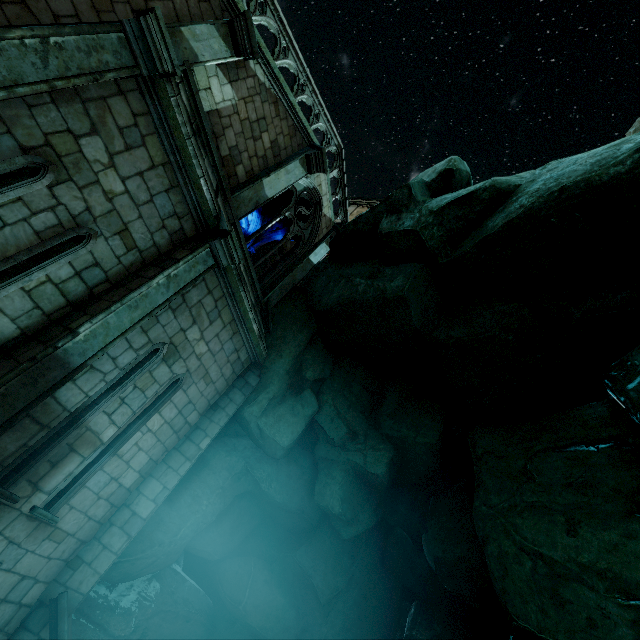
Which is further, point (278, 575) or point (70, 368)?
point (278, 575)

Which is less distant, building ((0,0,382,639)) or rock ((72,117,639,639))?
building ((0,0,382,639))

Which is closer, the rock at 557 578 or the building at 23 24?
the building at 23 24
